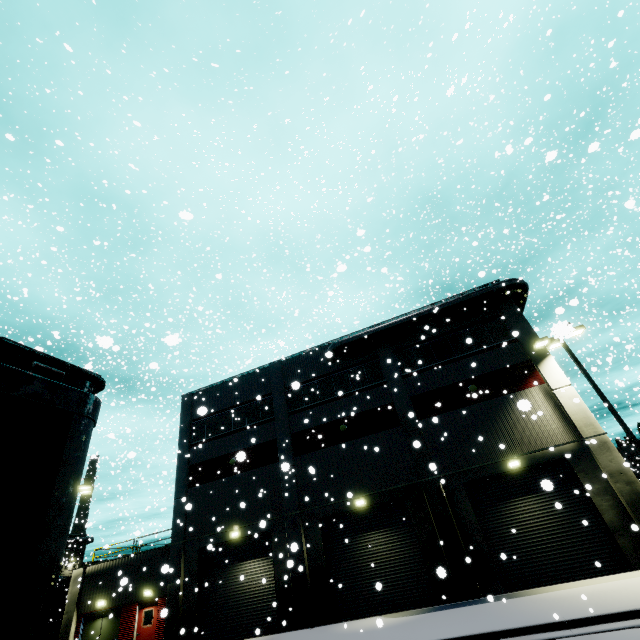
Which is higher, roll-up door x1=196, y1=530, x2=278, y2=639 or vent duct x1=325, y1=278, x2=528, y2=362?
vent duct x1=325, y1=278, x2=528, y2=362

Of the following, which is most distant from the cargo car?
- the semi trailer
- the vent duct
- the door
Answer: the vent duct

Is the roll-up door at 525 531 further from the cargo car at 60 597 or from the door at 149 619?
the door at 149 619

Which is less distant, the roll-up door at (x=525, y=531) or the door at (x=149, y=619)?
the roll-up door at (x=525, y=531)

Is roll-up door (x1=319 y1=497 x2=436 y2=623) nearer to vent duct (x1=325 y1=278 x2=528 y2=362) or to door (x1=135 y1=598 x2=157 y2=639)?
vent duct (x1=325 y1=278 x2=528 y2=362)

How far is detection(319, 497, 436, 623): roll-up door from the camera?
15.27m

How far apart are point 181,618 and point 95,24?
35.2m
